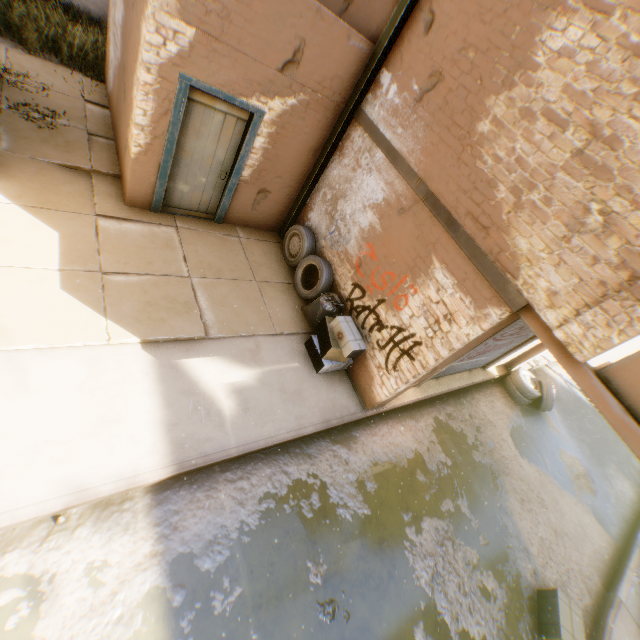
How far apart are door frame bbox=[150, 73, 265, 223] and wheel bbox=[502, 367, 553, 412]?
9.11m

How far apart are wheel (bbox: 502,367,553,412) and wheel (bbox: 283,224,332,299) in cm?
662

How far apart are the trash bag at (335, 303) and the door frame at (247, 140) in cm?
251

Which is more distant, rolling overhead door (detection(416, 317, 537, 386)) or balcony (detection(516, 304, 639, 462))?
rolling overhead door (detection(416, 317, 537, 386))

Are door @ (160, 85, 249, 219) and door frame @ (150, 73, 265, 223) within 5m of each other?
yes

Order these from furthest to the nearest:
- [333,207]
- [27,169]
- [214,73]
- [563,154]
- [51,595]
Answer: [333,207] → [27,169] → [214,73] → [563,154] → [51,595]

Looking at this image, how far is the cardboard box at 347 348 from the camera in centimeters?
564cm

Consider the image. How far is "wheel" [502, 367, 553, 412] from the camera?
9.3 meters
